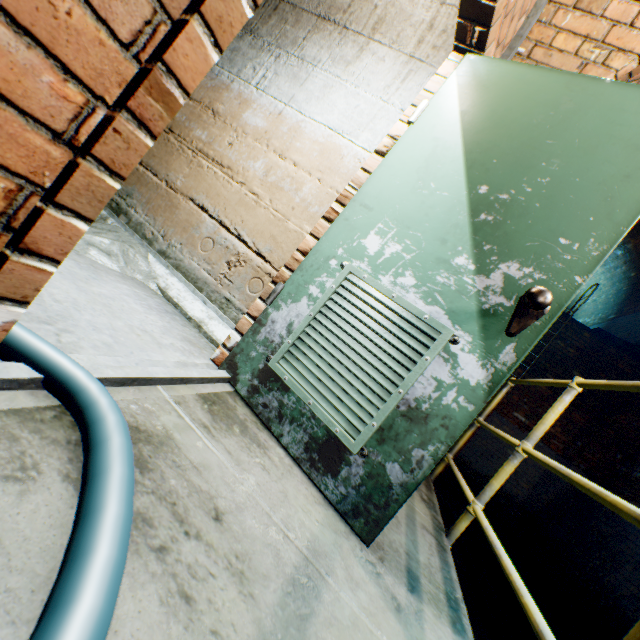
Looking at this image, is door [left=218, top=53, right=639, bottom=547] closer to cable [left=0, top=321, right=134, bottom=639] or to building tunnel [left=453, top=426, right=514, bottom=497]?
building tunnel [left=453, top=426, right=514, bottom=497]

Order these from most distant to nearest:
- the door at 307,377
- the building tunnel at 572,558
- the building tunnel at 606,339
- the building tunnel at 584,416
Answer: the building tunnel at 606,339 < the building tunnel at 584,416 < the building tunnel at 572,558 < the door at 307,377

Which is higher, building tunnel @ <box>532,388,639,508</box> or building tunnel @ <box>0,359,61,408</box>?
building tunnel @ <box>532,388,639,508</box>

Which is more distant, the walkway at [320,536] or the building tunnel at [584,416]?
the building tunnel at [584,416]

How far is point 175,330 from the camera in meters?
1.8

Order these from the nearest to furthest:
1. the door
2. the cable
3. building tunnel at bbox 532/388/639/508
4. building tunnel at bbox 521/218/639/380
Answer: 1. the cable
2. the door
3. building tunnel at bbox 532/388/639/508
4. building tunnel at bbox 521/218/639/380

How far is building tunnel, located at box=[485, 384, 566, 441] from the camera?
7.1 meters
